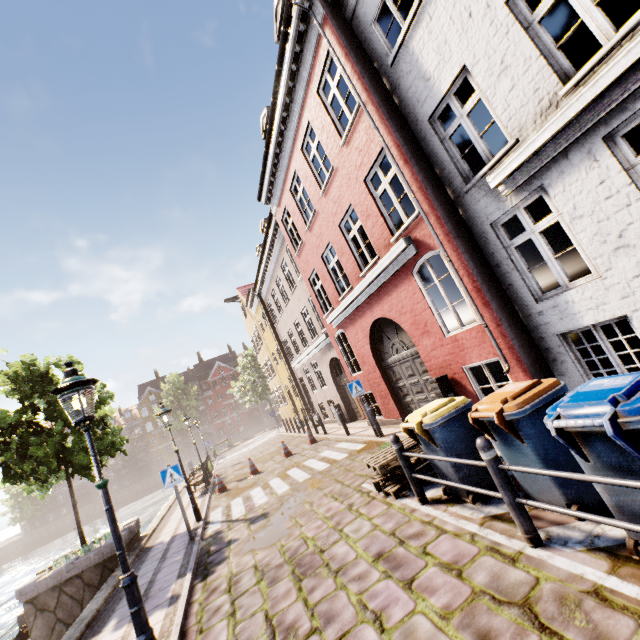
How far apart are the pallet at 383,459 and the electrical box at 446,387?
1.29m

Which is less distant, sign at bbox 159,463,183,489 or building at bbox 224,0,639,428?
building at bbox 224,0,639,428

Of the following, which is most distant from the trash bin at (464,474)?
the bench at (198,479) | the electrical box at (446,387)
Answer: the bench at (198,479)

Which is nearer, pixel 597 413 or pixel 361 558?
pixel 597 413

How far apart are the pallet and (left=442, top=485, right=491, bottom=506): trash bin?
0.7m

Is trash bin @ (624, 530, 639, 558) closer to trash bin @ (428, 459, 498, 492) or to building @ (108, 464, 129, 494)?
trash bin @ (428, 459, 498, 492)

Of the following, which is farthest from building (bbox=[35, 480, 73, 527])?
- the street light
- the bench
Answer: the street light

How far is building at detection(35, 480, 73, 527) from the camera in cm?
5434
